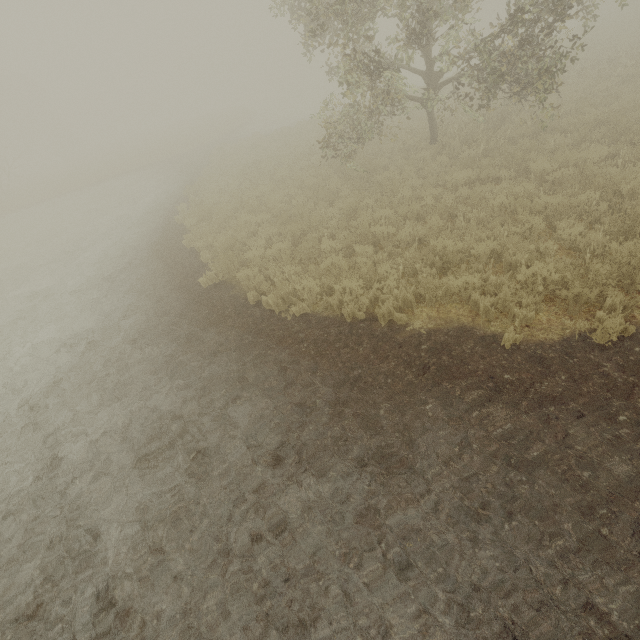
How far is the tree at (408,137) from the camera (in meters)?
10.07

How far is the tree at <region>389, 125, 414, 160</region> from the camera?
10.1 meters

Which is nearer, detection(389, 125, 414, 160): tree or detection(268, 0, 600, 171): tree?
detection(268, 0, 600, 171): tree

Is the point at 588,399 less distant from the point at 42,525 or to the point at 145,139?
the point at 42,525

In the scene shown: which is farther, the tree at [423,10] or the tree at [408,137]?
the tree at [408,137]

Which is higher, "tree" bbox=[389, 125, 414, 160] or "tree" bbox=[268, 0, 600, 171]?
"tree" bbox=[389, 125, 414, 160]
